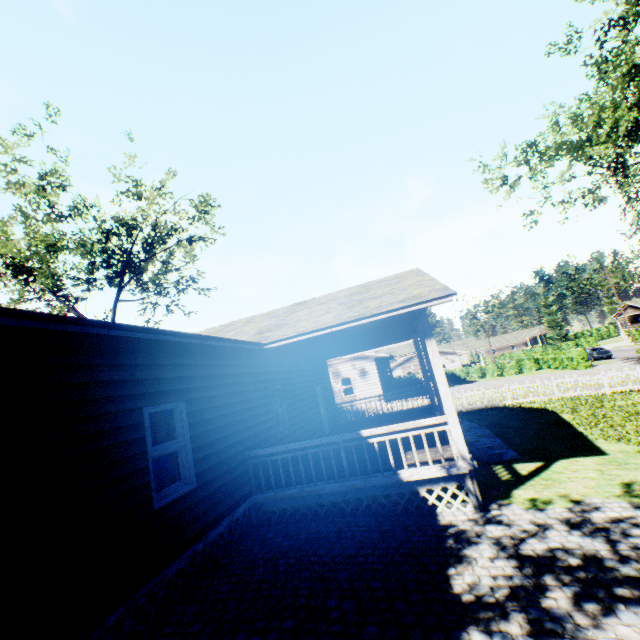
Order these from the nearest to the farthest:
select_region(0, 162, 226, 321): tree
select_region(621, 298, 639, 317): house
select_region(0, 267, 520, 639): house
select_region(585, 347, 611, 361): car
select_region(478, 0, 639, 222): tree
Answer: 1. select_region(0, 267, 520, 639): house
2. select_region(478, 0, 639, 222): tree
3. select_region(0, 162, 226, 321): tree
4. select_region(585, 347, 611, 361): car
5. select_region(621, 298, 639, 317): house

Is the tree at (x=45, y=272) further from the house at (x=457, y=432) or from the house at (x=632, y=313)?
the house at (x=632, y=313)

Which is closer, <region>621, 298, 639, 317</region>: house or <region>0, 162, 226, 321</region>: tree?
<region>0, 162, 226, 321</region>: tree

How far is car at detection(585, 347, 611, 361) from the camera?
37.23m

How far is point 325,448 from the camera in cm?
739

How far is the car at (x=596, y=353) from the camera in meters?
37.2

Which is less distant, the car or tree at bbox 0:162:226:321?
tree at bbox 0:162:226:321

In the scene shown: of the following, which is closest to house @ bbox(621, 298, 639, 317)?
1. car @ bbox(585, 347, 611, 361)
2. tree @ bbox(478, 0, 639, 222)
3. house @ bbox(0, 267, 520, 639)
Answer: car @ bbox(585, 347, 611, 361)
